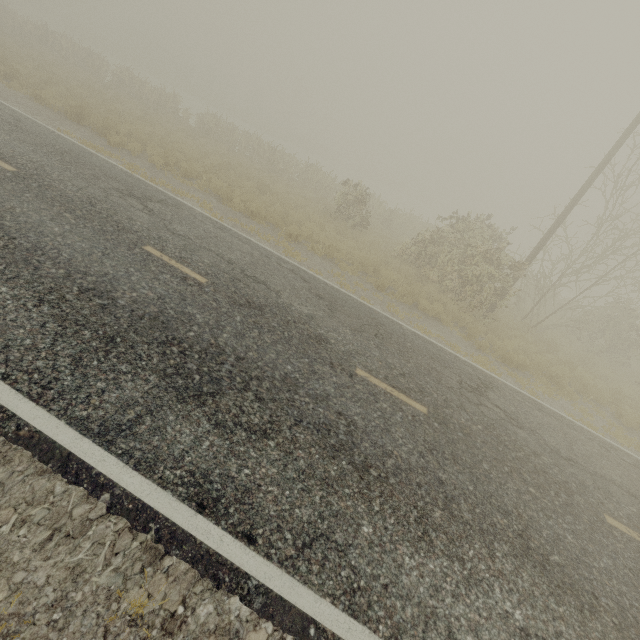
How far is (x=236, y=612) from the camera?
2.8m
